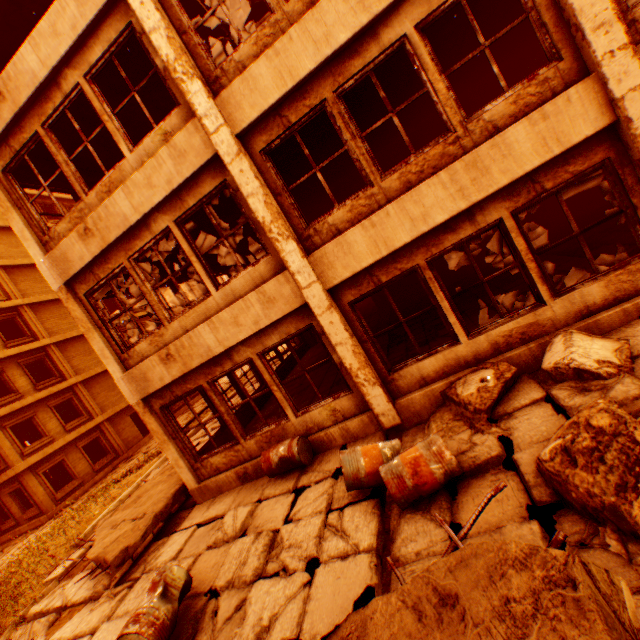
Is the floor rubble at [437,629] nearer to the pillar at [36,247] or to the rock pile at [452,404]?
the rock pile at [452,404]

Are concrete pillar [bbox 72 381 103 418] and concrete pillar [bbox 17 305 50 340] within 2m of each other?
no

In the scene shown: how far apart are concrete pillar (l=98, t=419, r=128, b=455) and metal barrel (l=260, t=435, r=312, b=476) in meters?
20.9

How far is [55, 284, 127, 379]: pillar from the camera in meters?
7.0 m

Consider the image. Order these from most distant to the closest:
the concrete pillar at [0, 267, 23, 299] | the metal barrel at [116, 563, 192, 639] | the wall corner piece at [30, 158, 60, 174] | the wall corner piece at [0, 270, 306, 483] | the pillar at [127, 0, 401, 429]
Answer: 1. the concrete pillar at [0, 267, 23, 299]
2. the wall corner piece at [30, 158, 60, 174]
3. the wall corner piece at [0, 270, 306, 483]
4. the pillar at [127, 0, 401, 429]
5. the metal barrel at [116, 563, 192, 639]

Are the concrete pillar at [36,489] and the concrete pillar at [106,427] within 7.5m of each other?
yes

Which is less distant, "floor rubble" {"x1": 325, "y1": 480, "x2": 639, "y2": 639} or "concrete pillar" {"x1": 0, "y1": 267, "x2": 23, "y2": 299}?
"floor rubble" {"x1": 325, "y1": 480, "x2": 639, "y2": 639}

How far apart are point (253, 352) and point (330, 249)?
2.58m
